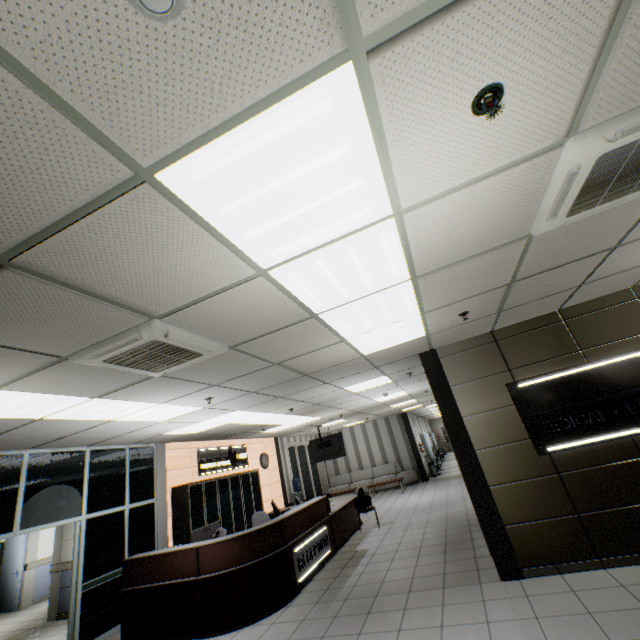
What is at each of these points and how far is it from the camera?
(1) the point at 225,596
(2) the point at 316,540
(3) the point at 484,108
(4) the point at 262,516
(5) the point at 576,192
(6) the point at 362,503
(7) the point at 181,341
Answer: (1) desk, 4.9m
(2) sign, 6.8m
(3) fire alarm, 1.4m
(4) chair, 7.9m
(5) air conditioning vent, 2.2m
(6) chair, 8.9m
(7) air conditioning vent, 2.9m

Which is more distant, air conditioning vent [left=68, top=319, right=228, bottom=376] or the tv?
the tv

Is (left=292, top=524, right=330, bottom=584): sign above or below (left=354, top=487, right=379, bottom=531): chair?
below

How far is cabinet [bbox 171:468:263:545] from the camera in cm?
761

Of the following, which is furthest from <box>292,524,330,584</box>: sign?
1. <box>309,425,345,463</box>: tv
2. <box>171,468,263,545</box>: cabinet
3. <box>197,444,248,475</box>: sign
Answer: <box>309,425,345,463</box>: tv

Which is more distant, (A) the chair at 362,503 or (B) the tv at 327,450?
(B) the tv at 327,450

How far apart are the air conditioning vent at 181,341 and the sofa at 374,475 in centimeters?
1440cm

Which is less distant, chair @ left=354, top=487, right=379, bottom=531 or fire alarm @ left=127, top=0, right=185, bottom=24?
fire alarm @ left=127, top=0, right=185, bottom=24
